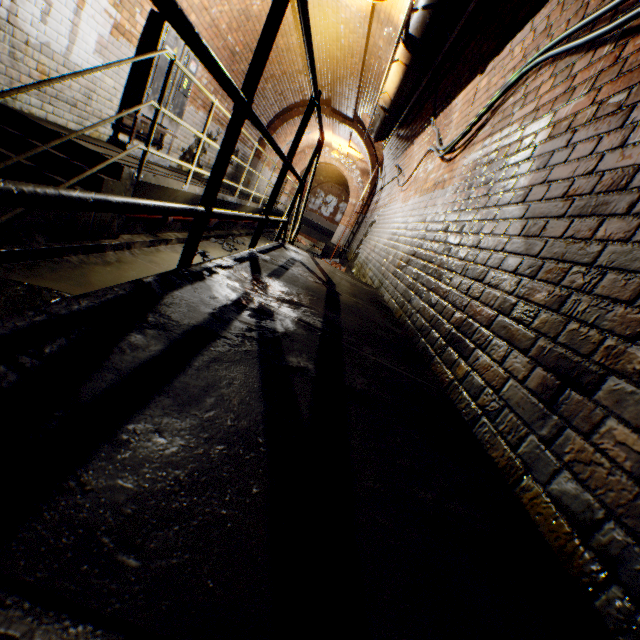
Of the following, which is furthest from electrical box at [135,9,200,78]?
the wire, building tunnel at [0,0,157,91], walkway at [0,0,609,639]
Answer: the wire

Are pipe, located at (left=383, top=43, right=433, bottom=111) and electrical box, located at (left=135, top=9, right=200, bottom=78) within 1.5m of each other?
no

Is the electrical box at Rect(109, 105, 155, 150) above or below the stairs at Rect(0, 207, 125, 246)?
above

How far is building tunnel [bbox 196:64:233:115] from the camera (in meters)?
6.30

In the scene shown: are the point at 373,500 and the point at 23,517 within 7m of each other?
yes

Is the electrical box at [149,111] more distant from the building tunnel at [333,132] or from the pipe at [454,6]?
the pipe at [454,6]

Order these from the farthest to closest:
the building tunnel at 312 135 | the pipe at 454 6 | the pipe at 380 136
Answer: the building tunnel at 312 135 → the pipe at 380 136 → the pipe at 454 6

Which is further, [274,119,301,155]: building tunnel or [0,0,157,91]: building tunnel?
[274,119,301,155]: building tunnel
